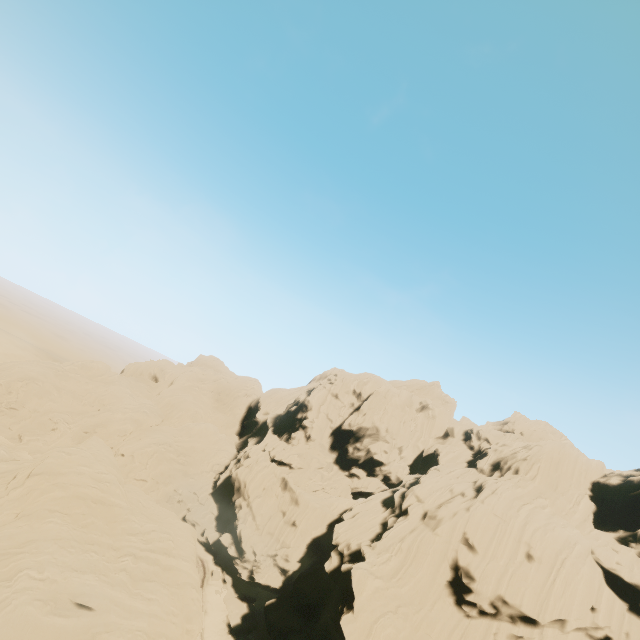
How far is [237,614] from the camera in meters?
46.2 m
